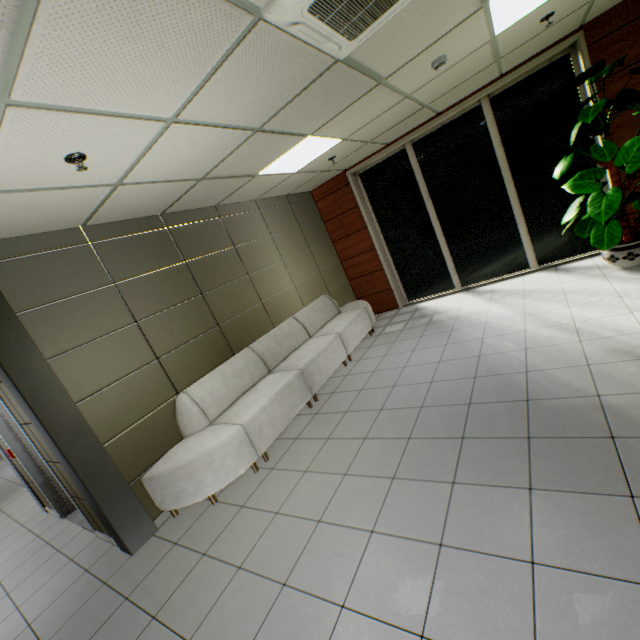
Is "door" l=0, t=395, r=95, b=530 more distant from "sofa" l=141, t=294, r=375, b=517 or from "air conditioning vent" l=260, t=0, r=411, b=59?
"air conditioning vent" l=260, t=0, r=411, b=59

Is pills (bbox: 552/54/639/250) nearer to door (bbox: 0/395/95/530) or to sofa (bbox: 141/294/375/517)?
sofa (bbox: 141/294/375/517)

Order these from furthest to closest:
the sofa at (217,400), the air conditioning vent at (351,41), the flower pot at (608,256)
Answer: the flower pot at (608,256)
the sofa at (217,400)
the air conditioning vent at (351,41)

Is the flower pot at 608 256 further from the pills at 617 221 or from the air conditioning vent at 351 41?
the air conditioning vent at 351 41

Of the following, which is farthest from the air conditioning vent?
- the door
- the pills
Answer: the door

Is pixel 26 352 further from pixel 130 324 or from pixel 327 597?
pixel 327 597

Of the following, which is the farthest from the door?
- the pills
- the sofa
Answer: the pills

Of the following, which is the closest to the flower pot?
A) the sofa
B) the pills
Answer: the pills
